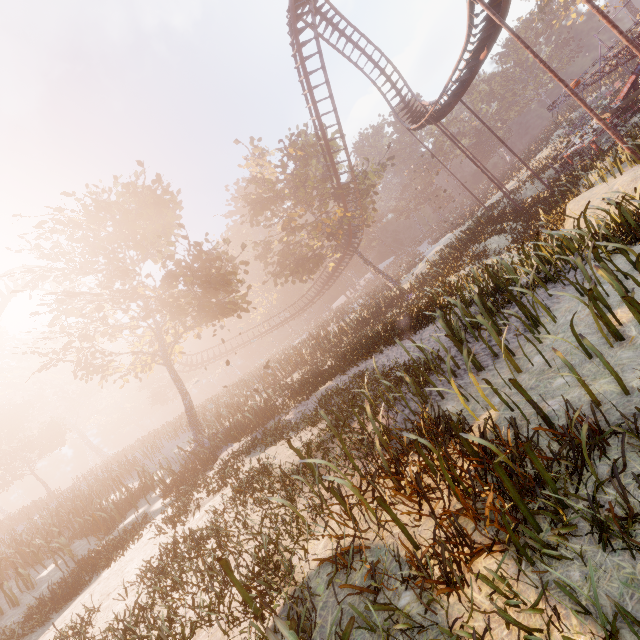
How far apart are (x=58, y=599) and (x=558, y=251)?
15.15m

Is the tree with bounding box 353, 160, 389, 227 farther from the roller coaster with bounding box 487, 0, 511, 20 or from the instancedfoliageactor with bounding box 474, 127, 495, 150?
the instancedfoliageactor with bounding box 474, 127, 495, 150

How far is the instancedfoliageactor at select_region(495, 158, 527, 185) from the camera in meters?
37.2 m

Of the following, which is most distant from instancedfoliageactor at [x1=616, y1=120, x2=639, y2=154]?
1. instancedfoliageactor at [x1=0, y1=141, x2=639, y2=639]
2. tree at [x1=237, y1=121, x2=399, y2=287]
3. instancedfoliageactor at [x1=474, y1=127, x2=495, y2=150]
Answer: instancedfoliageactor at [x1=474, y1=127, x2=495, y2=150]

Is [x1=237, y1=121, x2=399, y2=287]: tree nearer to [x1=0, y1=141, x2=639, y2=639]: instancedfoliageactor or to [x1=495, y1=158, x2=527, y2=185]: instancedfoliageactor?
[x1=495, y1=158, x2=527, y2=185]: instancedfoliageactor

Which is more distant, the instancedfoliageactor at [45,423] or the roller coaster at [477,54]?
the roller coaster at [477,54]

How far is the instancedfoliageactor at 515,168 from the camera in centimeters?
3716cm
